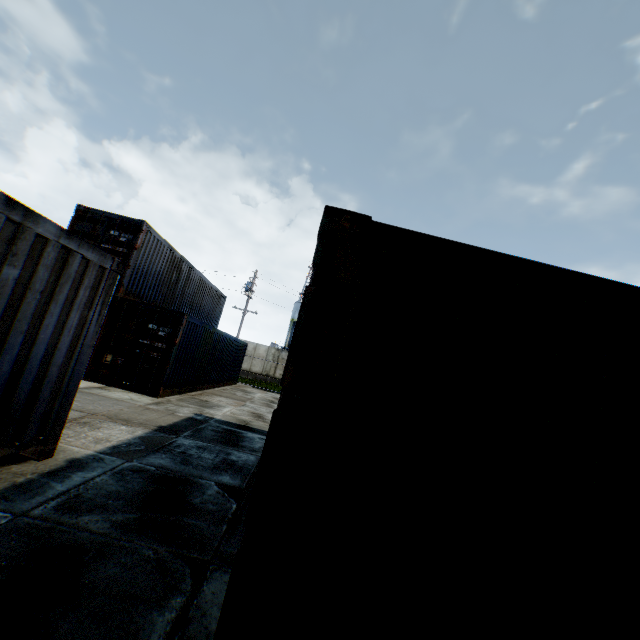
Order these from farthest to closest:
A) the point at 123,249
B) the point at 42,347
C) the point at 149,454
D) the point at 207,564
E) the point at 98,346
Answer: the point at 123,249 < the point at 98,346 < the point at 149,454 < the point at 42,347 < the point at 207,564
